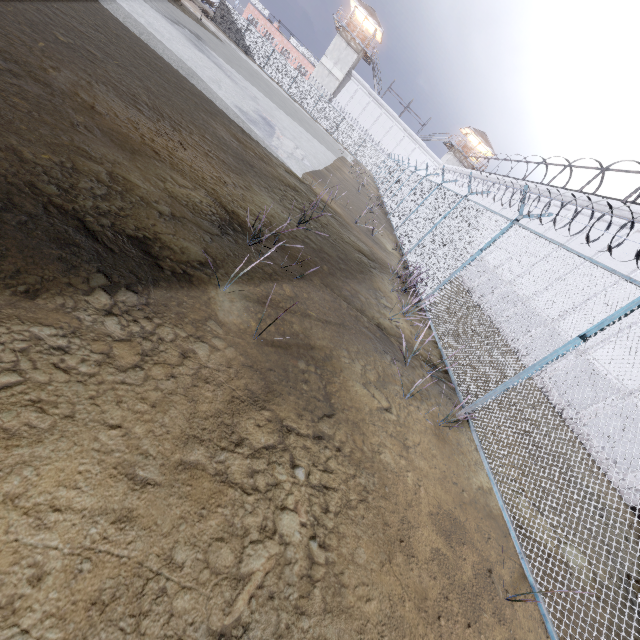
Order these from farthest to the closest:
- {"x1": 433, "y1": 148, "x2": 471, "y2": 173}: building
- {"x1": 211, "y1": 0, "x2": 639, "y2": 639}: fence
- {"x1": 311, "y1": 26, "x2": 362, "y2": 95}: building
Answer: {"x1": 433, "y1": 148, "x2": 471, "y2": 173}: building, {"x1": 311, "y1": 26, "x2": 362, "y2": 95}: building, {"x1": 211, "y1": 0, "x2": 639, "y2": 639}: fence

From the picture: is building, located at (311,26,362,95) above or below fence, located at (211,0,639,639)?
above

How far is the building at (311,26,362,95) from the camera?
45.78m

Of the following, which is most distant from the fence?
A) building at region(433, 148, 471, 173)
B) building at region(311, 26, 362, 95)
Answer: building at region(433, 148, 471, 173)

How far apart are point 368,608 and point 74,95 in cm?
659

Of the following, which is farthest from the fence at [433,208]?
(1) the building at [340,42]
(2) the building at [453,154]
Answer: (2) the building at [453,154]

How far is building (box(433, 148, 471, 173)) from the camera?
50.8m
